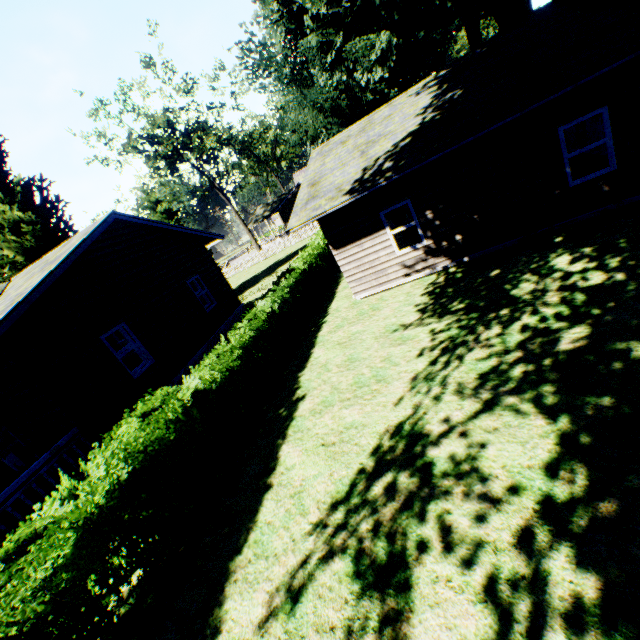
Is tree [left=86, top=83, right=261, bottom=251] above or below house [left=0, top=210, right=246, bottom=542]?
above

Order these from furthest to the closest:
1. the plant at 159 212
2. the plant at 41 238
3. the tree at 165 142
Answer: the plant at 159 212, the tree at 165 142, the plant at 41 238

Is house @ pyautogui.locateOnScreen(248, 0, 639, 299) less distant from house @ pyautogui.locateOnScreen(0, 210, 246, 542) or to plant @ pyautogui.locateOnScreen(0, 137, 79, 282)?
plant @ pyautogui.locateOnScreen(0, 137, 79, 282)

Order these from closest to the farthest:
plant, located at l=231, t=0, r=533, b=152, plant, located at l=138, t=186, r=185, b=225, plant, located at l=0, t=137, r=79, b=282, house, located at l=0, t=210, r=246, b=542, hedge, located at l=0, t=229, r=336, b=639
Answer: hedge, located at l=0, t=229, r=336, b=639 → house, located at l=0, t=210, r=246, b=542 → plant, located at l=231, t=0, r=533, b=152 → plant, located at l=0, t=137, r=79, b=282 → plant, located at l=138, t=186, r=185, b=225

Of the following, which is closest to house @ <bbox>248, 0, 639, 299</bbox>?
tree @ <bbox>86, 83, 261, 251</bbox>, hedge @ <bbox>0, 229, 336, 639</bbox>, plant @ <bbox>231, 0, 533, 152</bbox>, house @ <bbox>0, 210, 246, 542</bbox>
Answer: plant @ <bbox>231, 0, 533, 152</bbox>

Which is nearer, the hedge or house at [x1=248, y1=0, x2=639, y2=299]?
the hedge

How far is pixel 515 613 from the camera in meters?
3.0

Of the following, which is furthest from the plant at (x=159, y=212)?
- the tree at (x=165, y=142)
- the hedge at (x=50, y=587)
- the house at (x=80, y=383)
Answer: the tree at (x=165, y=142)
